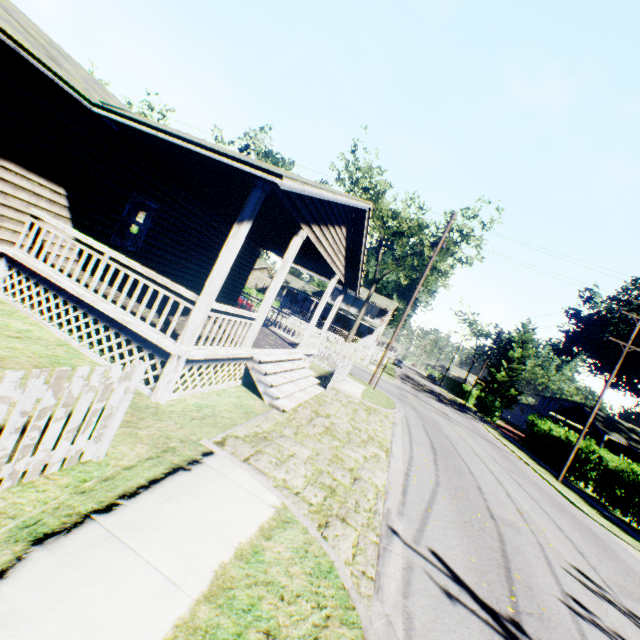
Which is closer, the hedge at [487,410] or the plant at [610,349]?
the hedge at [487,410]

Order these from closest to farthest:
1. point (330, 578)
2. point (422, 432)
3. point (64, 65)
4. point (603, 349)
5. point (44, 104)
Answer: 1. point (330, 578)
2. point (44, 104)
3. point (64, 65)
4. point (422, 432)
5. point (603, 349)

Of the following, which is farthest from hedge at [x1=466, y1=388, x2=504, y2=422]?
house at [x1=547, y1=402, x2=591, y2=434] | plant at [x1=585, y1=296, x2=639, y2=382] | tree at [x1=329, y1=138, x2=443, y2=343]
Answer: tree at [x1=329, y1=138, x2=443, y2=343]

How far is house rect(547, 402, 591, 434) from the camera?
34.9m

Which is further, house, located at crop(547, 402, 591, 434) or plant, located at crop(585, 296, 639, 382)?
plant, located at crop(585, 296, 639, 382)

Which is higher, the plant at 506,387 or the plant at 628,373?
the plant at 628,373

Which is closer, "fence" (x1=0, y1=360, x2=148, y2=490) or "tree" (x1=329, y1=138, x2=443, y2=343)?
"fence" (x1=0, y1=360, x2=148, y2=490)

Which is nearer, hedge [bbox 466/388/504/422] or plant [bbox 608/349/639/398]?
hedge [bbox 466/388/504/422]
